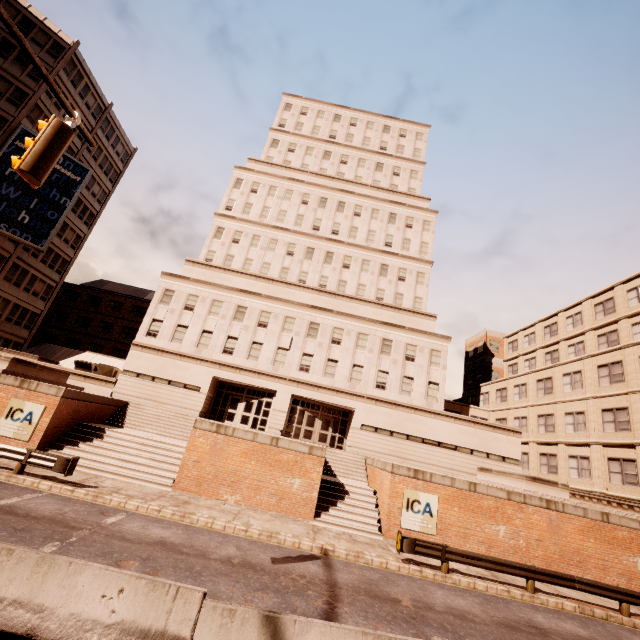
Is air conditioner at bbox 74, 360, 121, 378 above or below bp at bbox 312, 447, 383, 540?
above

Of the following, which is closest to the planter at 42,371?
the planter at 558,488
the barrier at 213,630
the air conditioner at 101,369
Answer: the air conditioner at 101,369

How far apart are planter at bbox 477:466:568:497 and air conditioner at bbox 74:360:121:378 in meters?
30.8 m

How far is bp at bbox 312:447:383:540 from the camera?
15.55m

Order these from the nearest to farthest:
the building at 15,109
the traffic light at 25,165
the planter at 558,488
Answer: the traffic light at 25,165, the planter at 558,488, the building at 15,109

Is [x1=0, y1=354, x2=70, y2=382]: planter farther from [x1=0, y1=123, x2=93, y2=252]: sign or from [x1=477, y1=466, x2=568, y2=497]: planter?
[x1=477, y1=466, x2=568, y2=497]: planter

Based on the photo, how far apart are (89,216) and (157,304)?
24.30m

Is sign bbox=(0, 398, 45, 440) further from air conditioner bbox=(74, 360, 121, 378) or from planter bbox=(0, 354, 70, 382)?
air conditioner bbox=(74, 360, 121, 378)
